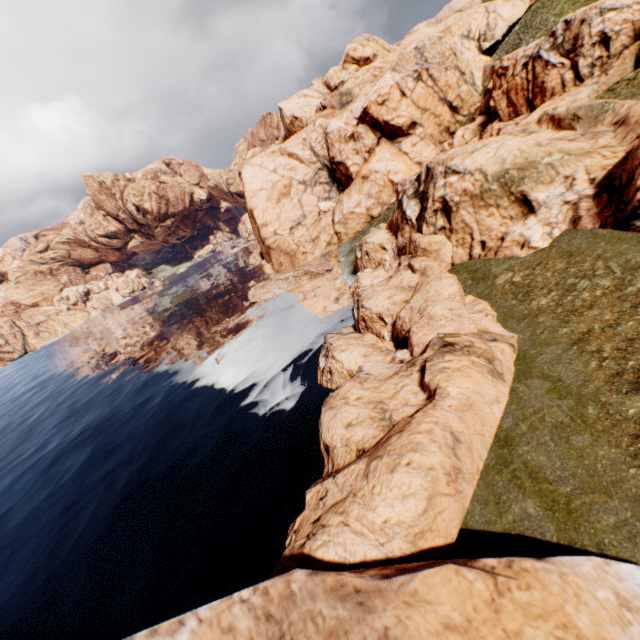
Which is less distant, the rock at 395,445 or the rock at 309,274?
the rock at 395,445

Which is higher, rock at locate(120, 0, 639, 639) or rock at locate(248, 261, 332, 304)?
rock at locate(120, 0, 639, 639)

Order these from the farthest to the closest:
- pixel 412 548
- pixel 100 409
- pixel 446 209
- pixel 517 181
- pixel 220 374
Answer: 1. pixel 100 409
2. pixel 220 374
3. pixel 446 209
4. pixel 517 181
5. pixel 412 548

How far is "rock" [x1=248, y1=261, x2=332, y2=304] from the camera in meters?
45.5 m

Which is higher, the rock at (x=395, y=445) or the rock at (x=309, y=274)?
the rock at (x=395, y=445)

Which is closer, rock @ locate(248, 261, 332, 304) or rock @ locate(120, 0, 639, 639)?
rock @ locate(120, 0, 639, 639)
